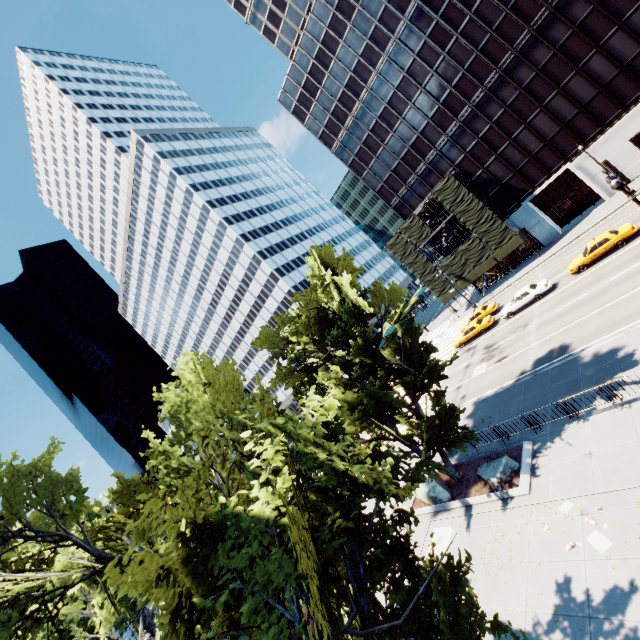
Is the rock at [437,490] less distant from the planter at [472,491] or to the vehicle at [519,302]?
the planter at [472,491]

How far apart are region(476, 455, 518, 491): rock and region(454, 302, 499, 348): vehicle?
19.89m

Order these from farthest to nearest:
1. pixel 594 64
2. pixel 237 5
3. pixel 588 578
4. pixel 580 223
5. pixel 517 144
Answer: pixel 237 5 → pixel 517 144 → pixel 580 223 → pixel 594 64 → pixel 588 578

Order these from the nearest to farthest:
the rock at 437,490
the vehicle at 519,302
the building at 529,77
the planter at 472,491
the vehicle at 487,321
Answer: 1. the planter at 472,491
2. the rock at 437,490
3. the vehicle at 519,302
4. the building at 529,77
5. the vehicle at 487,321

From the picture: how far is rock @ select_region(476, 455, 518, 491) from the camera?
15.3 meters

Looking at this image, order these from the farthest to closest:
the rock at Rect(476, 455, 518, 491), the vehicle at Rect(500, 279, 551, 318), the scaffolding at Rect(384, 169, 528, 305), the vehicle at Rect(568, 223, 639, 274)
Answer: the scaffolding at Rect(384, 169, 528, 305) → the vehicle at Rect(500, 279, 551, 318) → the vehicle at Rect(568, 223, 639, 274) → the rock at Rect(476, 455, 518, 491)

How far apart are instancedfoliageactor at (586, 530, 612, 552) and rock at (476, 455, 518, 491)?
4.3 meters

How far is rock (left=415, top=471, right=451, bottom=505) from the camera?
17.73m
